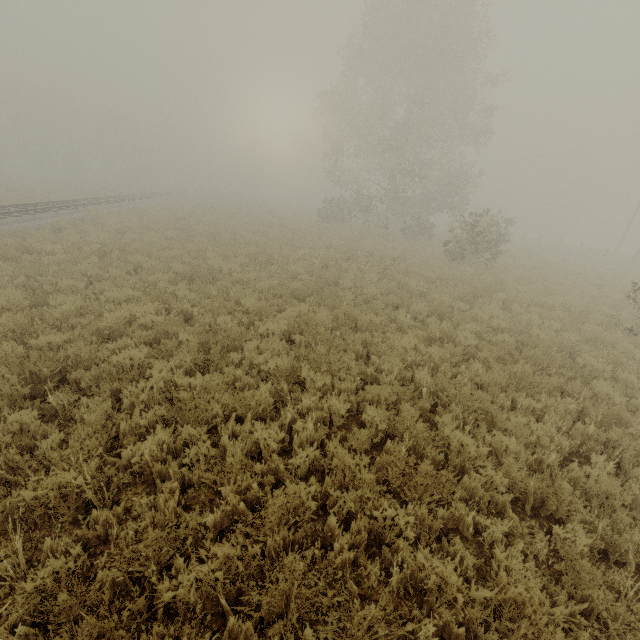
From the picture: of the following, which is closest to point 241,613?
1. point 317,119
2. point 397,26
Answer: point 317,119
